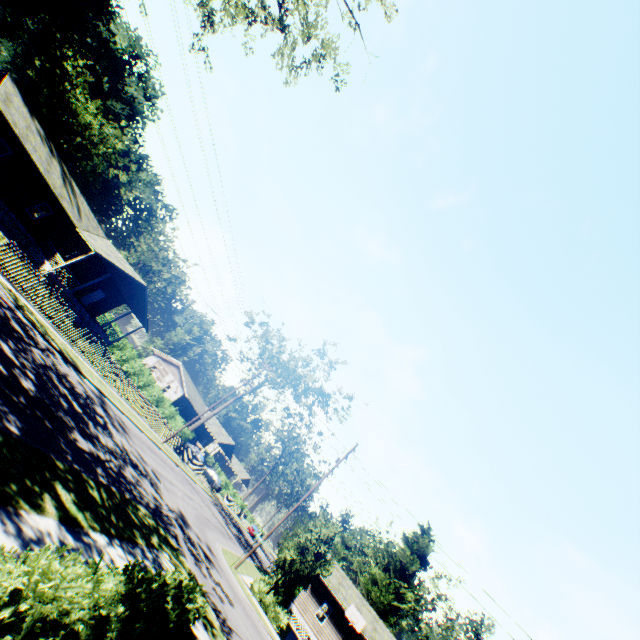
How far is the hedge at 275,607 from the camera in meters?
20.4 m

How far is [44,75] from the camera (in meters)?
53.91

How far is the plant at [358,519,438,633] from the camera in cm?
3947

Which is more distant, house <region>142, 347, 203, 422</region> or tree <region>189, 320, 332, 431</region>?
house <region>142, 347, 203, 422</region>

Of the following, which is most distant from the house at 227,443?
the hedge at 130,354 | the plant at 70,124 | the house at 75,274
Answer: the plant at 70,124

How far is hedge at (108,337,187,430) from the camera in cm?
3528

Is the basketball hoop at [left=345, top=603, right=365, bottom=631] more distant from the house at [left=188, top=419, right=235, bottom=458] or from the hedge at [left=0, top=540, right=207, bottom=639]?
the house at [left=188, top=419, right=235, bottom=458]

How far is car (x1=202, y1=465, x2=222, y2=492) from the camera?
47.4 meters
